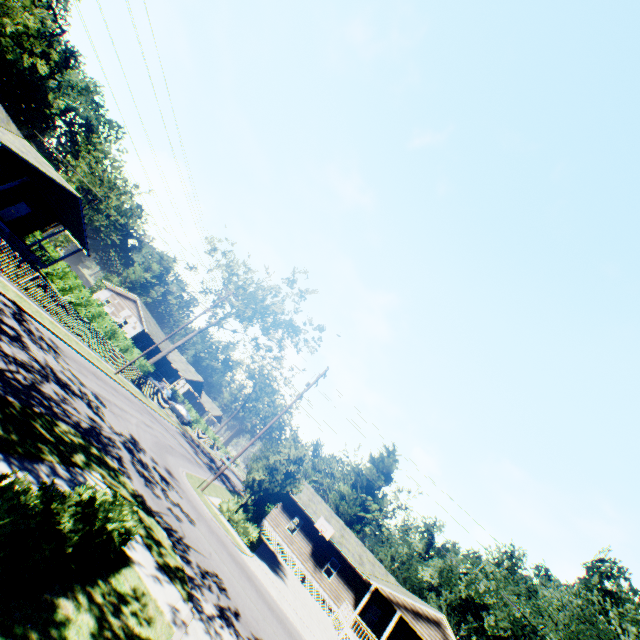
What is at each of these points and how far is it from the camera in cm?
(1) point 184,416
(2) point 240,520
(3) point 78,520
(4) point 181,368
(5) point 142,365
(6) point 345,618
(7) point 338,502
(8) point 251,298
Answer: (1) car, 4697
(2) hedge, 2055
(3) hedge, 537
(4) house, 5494
(5) hedge, 3144
(6) house, 2602
(7) plant, 4372
(8) tree, 3356

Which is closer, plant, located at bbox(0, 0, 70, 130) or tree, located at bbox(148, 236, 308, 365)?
tree, located at bbox(148, 236, 308, 365)

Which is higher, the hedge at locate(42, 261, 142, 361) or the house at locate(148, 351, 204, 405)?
the house at locate(148, 351, 204, 405)

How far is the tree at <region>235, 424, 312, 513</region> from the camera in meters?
21.5

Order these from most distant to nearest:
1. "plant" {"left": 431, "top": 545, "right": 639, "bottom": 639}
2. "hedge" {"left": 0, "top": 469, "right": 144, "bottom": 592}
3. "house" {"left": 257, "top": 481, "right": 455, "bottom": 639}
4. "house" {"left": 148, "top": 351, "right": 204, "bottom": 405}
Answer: "house" {"left": 148, "top": 351, "right": 204, "bottom": 405}
"house" {"left": 257, "top": 481, "right": 455, "bottom": 639}
"plant" {"left": 431, "top": 545, "right": 639, "bottom": 639}
"hedge" {"left": 0, "top": 469, "right": 144, "bottom": 592}

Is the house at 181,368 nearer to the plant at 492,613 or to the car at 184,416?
the car at 184,416

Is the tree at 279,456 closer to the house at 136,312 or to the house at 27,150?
the house at 27,150

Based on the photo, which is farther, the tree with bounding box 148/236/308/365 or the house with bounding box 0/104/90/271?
the tree with bounding box 148/236/308/365
